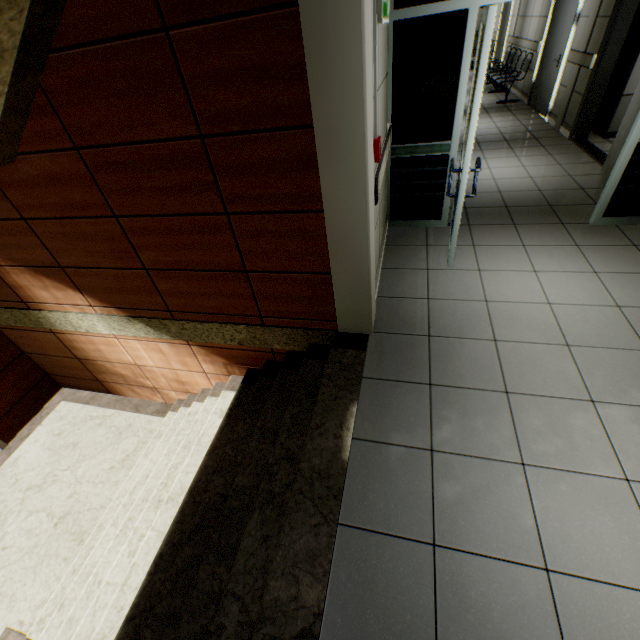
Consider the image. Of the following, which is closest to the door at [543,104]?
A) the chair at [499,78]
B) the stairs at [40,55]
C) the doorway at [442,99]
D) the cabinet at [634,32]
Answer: the chair at [499,78]

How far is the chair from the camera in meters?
8.2 m

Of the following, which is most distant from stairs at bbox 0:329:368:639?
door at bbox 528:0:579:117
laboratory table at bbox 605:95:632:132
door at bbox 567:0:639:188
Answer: door at bbox 528:0:579:117

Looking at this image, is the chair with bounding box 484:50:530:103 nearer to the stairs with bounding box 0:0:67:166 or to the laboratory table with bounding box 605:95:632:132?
the laboratory table with bounding box 605:95:632:132

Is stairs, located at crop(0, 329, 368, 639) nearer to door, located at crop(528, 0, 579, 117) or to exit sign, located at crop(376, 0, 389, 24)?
exit sign, located at crop(376, 0, 389, 24)

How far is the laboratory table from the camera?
5.17m

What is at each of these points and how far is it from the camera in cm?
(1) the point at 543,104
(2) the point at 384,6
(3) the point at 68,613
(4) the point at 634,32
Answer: (1) door, 699
(2) exit sign, 209
(3) stairs, 273
(4) cabinet, 492

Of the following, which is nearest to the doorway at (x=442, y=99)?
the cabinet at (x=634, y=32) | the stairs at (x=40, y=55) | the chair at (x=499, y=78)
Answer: the stairs at (x=40, y=55)
